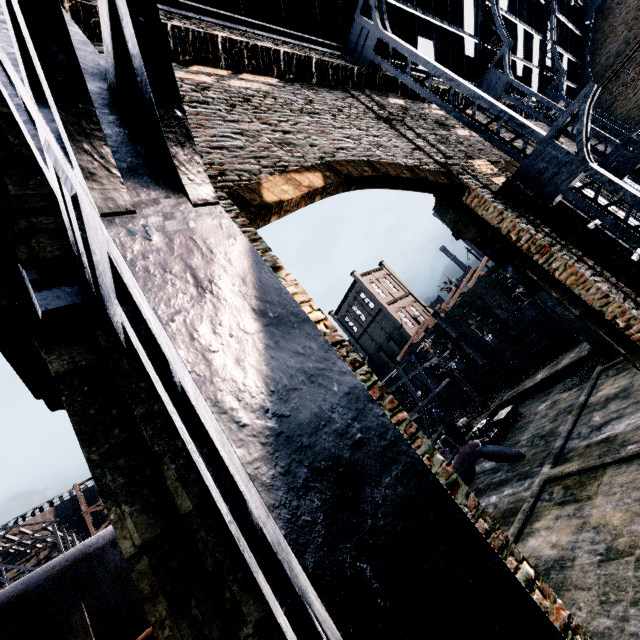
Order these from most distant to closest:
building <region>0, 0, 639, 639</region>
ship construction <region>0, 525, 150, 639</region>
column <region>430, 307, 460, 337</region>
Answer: column <region>430, 307, 460, 337</region> < ship construction <region>0, 525, 150, 639</region> < building <region>0, 0, 639, 639</region>

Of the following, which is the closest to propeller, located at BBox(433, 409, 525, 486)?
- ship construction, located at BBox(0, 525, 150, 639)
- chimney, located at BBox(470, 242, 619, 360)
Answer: chimney, located at BBox(470, 242, 619, 360)

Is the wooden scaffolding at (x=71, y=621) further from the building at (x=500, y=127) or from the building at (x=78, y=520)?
the building at (x=78, y=520)

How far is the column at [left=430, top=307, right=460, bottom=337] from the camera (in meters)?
→ 42.91

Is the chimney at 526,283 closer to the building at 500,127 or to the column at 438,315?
the building at 500,127

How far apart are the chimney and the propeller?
11.2m

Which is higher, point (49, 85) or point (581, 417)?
point (49, 85)

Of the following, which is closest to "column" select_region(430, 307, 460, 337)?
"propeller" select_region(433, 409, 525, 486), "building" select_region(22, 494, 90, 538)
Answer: "propeller" select_region(433, 409, 525, 486)
